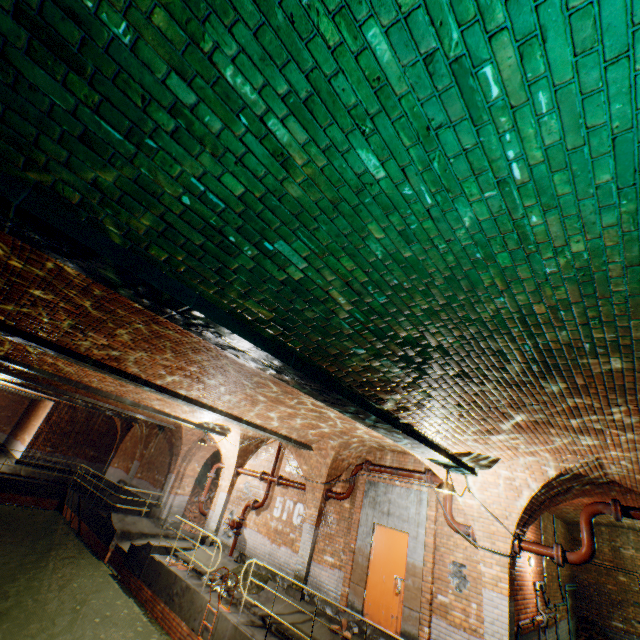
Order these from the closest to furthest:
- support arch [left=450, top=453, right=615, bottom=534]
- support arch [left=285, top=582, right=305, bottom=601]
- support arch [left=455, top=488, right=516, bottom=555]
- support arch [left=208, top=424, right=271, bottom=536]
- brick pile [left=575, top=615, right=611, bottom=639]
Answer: support arch [left=450, top=453, right=615, bottom=534] → support arch [left=455, top=488, right=516, bottom=555] → support arch [left=285, top=582, right=305, bottom=601] → brick pile [left=575, top=615, right=611, bottom=639] → support arch [left=208, top=424, right=271, bottom=536]

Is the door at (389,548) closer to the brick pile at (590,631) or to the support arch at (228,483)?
the support arch at (228,483)

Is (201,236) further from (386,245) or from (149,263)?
(386,245)

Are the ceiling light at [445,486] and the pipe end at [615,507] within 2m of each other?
no

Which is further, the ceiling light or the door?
the door

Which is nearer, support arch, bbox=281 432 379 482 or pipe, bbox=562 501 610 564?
pipe, bbox=562 501 610 564

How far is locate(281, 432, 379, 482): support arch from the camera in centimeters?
952cm

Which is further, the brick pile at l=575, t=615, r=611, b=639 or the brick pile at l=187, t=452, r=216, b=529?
the brick pile at l=187, t=452, r=216, b=529
